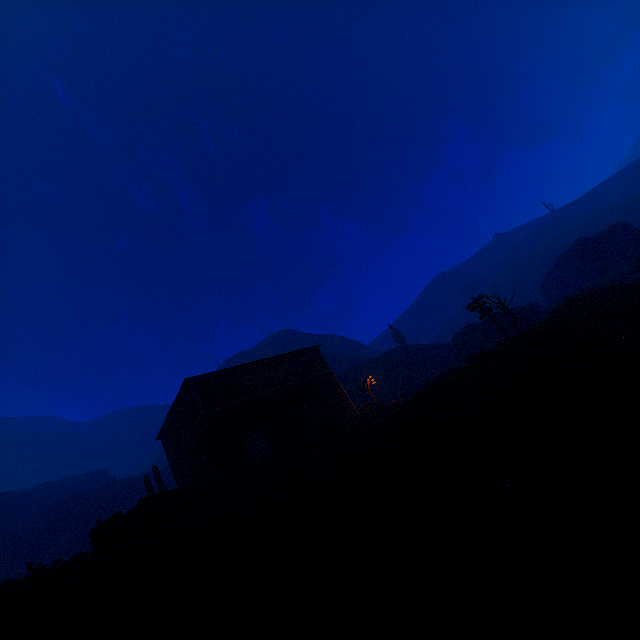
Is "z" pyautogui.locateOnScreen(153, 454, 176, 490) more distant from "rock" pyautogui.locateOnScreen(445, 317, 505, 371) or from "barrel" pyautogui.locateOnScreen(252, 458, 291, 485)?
"rock" pyautogui.locateOnScreen(445, 317, 505, 371)

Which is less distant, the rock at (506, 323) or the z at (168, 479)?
the rock at (506, 323)

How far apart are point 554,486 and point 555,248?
67.70m

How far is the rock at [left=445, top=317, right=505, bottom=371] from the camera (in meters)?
30.72

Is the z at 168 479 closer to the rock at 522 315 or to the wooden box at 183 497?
the wooden box at 183 497

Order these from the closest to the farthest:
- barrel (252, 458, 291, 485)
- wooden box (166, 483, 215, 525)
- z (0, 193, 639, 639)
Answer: z (0, 193, 639, 639) → wooden box (166, 483, 215, 525) → barrel (252, 458, 291, 485)

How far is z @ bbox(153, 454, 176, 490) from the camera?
42.0m

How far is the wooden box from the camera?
10.0 meters
